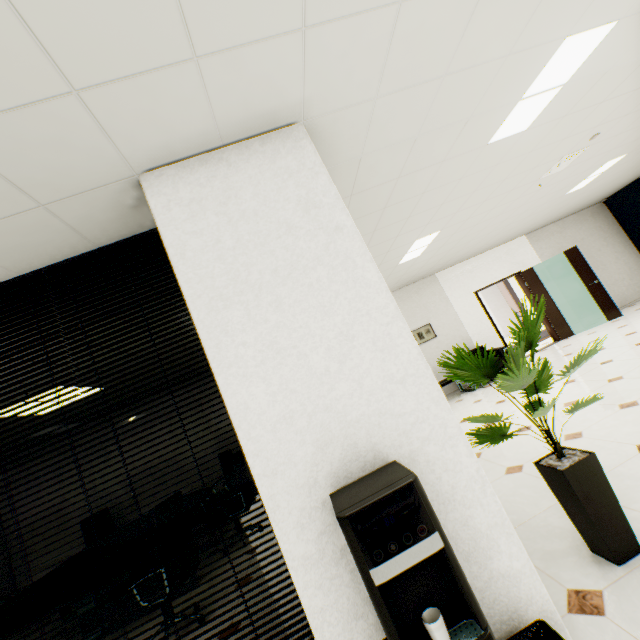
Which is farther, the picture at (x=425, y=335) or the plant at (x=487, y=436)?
the picture at (x=425, y=335)

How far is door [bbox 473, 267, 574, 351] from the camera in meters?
8.4

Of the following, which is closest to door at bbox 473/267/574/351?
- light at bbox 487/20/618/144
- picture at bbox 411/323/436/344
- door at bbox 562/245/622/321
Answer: door at bbox 562/245/622/321

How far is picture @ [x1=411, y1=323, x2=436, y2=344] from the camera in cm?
827

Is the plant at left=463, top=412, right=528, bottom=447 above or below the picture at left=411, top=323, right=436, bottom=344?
below

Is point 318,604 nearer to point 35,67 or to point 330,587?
point 330,587

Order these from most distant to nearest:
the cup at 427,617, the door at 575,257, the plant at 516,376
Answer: the door at 575,257 < the plant at 516,376 < the cup at 427,617

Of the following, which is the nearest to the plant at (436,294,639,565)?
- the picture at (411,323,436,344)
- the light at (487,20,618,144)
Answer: the light at (487,20,618,144)
